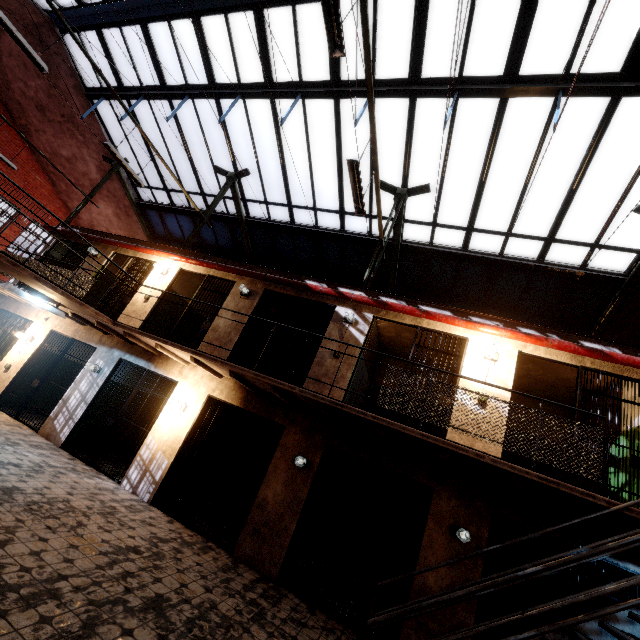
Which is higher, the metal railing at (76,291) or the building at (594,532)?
the metal railing at (76,291)

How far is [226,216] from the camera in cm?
1256

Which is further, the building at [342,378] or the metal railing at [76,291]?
the building at [342,378]

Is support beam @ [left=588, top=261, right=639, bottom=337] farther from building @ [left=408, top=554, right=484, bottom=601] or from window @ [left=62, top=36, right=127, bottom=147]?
building @ [left=408, top=554, right=484, bottom=601]

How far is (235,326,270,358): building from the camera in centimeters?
848cm

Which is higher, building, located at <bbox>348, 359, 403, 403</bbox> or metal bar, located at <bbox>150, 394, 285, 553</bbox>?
building, located at <bbox>348, 359, 403, 403</bbox>

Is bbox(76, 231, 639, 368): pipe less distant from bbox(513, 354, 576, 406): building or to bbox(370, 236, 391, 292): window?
bbox(513, 354, 576, 406): building

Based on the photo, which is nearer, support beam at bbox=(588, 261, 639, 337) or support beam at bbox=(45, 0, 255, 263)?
support beam at bbox=(45, 0, 255, 263)
